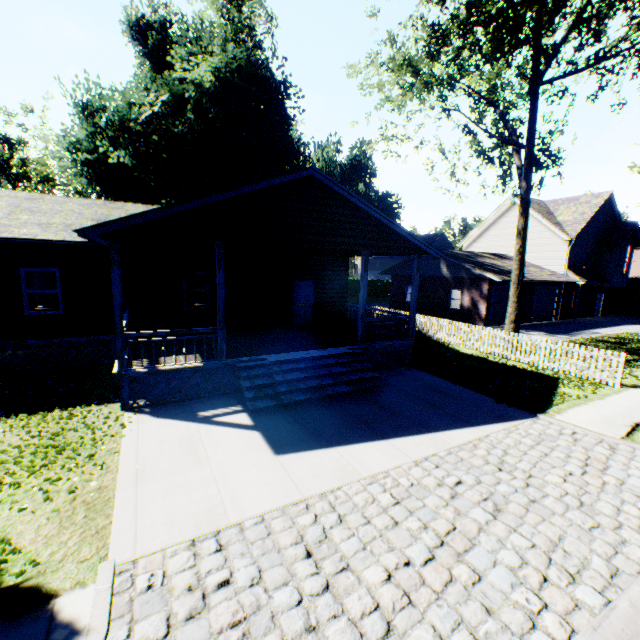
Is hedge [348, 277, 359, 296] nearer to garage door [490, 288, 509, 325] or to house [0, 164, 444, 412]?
house [0, 164, 444, 412]

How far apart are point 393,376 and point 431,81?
13.90m

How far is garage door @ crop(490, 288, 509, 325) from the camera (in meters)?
23.39

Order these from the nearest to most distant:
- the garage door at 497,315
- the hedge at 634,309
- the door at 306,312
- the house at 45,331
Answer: the house at 45,331 < the door at 306,312 < the garage door at 497,315 < the hedge at 634,309

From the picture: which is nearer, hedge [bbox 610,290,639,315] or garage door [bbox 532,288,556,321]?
garage door [bbox 532,288,556,321]

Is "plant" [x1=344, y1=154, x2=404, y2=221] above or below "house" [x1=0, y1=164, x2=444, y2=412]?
above

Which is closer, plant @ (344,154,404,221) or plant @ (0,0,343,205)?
plant @ (0,0,343,205)

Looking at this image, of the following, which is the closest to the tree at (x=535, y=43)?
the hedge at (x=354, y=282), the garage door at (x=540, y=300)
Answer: the garage door at (x=540, y=300)
